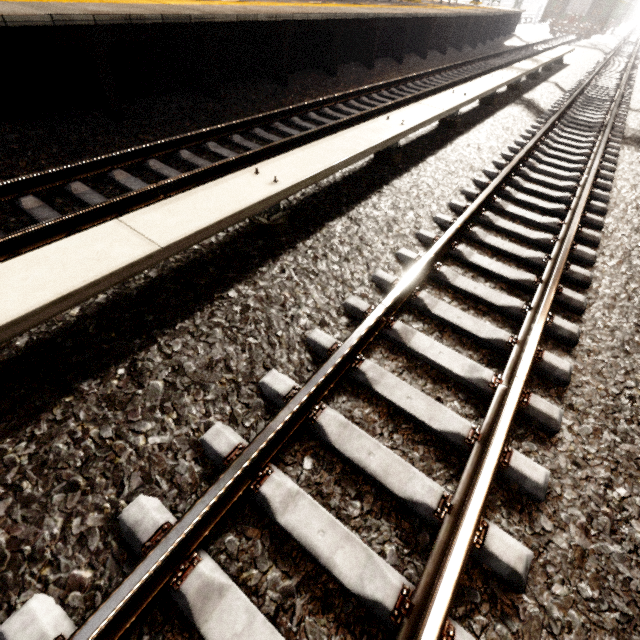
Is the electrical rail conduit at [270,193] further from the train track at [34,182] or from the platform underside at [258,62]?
the platform underside at [258,62]

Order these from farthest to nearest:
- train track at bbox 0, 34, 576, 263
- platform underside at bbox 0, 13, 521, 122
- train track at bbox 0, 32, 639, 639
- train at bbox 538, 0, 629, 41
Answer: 1. train at bbox 538, 0, 629, 41
2. platform underside at bbox 0, 13, 521, 122
3. train track at bbox 0, 34, 576, 263
4. train track at bbox 0, 32, 639, 639

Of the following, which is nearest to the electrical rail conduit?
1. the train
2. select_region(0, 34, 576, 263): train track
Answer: select_region(0, 34, 576, 263): train track

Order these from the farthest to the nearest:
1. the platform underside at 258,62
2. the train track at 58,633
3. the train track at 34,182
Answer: the platform underside at 258,62 → the train track at 34,182 → the train track at 58,633

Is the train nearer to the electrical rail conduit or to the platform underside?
the platform underside

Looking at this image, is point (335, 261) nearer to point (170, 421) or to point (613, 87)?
point (170, 421)

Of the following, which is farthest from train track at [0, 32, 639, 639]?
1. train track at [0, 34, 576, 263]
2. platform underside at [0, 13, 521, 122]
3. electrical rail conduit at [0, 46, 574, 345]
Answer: platform underside at [0, 13, 521, 122]

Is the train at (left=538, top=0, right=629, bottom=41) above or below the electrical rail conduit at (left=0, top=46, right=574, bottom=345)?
above
